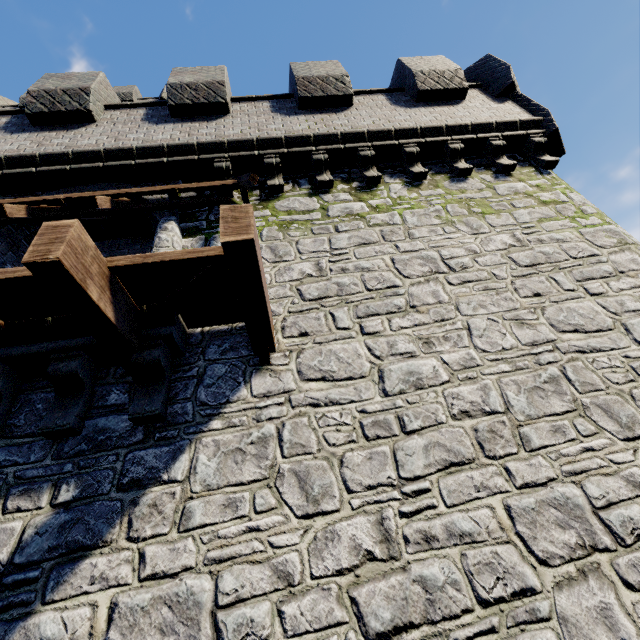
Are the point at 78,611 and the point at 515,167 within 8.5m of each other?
no

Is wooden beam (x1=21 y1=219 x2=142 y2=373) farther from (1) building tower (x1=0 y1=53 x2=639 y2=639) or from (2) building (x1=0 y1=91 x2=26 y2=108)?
(2) building (x1=0 y1=91 x2=26 y2=108)

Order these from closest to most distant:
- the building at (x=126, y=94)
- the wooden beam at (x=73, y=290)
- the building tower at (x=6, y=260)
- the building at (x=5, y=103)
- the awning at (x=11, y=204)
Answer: the wooden beam at (x=73, y=290), the awning at (x=11, y=204), the building tower at (x=6, y=260), the building at (x=5, y=103), the building at (x=126, y=94)

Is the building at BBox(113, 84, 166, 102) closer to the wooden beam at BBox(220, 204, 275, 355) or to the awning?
the awning

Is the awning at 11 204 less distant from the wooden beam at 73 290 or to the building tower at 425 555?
the building tower at 425 555

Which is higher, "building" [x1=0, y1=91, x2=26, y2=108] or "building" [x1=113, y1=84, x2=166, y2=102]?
"building" [x1=0, y1=91, x2=26, y2=108]

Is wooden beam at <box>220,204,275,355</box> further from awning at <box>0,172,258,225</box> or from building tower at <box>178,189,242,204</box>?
awning at <box>0,172,258,225</box>

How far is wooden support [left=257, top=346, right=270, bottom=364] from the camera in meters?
4.0
